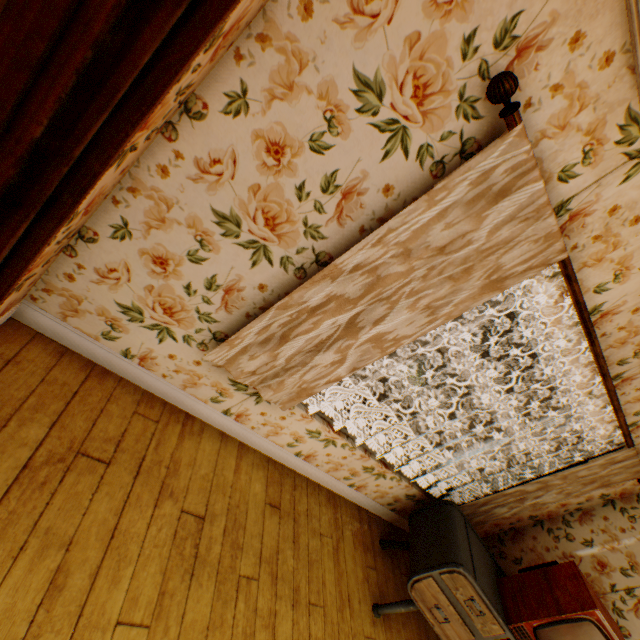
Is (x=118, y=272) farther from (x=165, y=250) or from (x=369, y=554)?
(x=369, y=554)

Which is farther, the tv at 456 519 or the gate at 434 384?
the gate at 434 384

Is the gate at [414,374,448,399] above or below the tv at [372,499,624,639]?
below

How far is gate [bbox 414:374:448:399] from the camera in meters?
24.0 m

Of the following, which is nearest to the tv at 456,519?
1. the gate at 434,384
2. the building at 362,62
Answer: the building at 362,62

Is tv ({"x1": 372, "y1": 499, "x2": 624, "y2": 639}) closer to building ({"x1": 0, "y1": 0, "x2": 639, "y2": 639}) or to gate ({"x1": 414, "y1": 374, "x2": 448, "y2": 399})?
building ({"x1": 0, "y1": 0, "x2": 639, "y2": 639})

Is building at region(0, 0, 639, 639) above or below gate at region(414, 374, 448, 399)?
above
